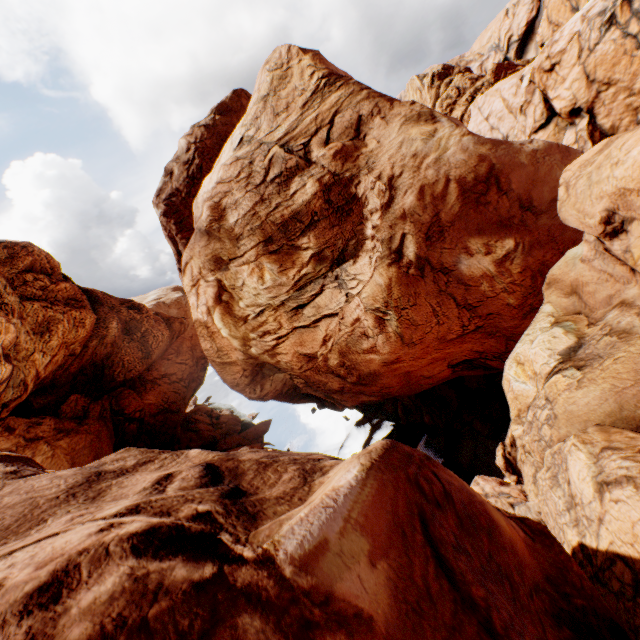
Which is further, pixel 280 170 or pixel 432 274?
pixel 280 170
